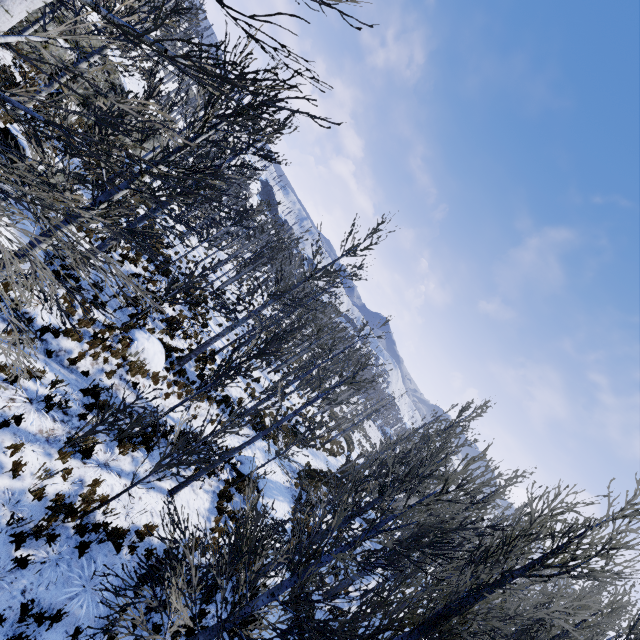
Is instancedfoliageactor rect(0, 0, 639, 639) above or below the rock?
above

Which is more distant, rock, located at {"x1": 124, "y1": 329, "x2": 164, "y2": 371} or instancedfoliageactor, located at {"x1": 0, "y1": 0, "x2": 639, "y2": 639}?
rock, located at {"x1": 124, "y1": 329, "x2": 164, "y2": 371}

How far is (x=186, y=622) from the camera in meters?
4.6

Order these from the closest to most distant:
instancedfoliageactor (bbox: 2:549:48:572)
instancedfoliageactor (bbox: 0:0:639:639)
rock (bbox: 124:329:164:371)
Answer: instancedfoliageactor (bbox: 0:0:639:639)
instancedfoliageactor (bbox: 2:549:48:572)
rock (bbox: 124:329:164:371)

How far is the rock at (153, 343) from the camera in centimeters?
1154cm

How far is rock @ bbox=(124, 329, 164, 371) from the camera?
11.5m

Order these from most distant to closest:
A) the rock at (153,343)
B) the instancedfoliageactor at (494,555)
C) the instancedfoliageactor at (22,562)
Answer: the rock at (153,343) → the instancedfoliageactor at (22,562) → the instancedfoliageactor at (494,555)

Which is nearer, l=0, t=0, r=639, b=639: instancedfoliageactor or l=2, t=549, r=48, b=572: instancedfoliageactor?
l=0, t=0, r=639, b=639: instancedfoliageactor
